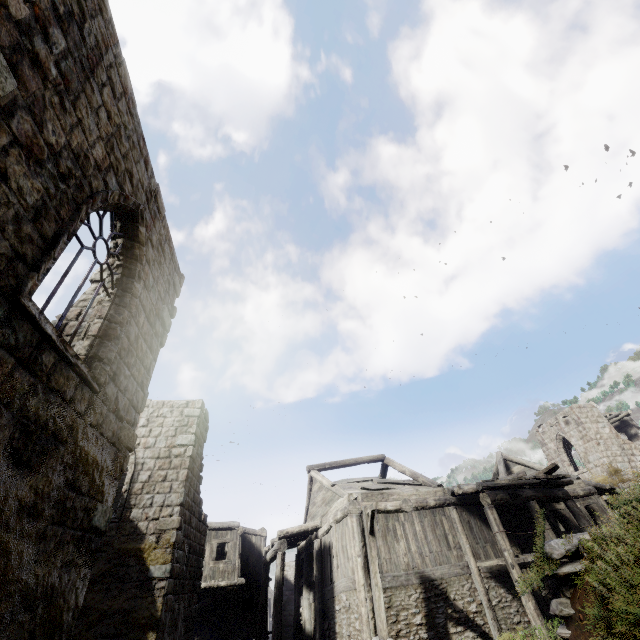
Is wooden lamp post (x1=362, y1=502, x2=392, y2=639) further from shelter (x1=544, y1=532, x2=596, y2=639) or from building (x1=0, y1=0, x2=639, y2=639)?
building (x1=0, y1=0, x2=639, y2=639)

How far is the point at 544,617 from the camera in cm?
1260

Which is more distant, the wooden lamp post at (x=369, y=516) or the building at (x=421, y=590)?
the wooden lamp post at (x=369, y=516)

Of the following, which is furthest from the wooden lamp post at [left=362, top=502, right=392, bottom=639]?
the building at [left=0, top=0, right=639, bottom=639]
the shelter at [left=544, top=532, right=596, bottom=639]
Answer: the building at [left=0, top=0, right=639, bottom=639]

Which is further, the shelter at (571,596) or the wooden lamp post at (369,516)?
the wooden lamp post at (369,516)

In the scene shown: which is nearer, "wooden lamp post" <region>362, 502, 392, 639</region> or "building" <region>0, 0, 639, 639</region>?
"building" <region>0, 0, 639, 639</region>

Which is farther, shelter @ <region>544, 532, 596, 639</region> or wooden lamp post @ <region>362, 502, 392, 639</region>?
wooden lamp post @ <region>362, 502, 392, 639</region>
